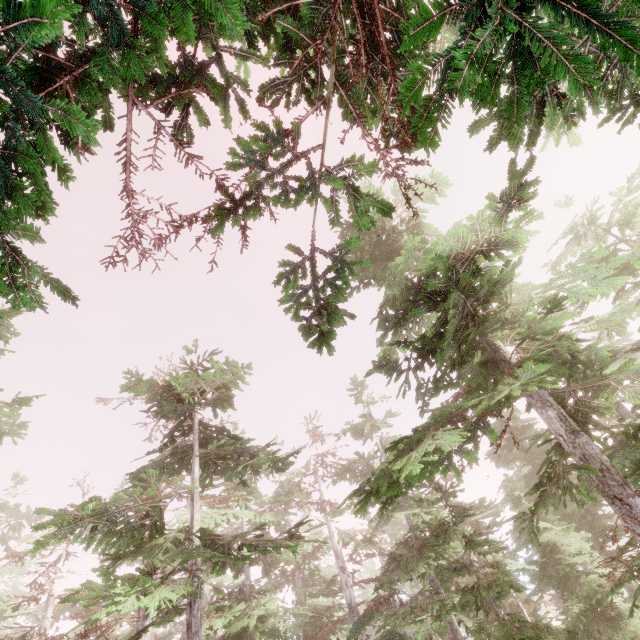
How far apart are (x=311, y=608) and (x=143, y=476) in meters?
33.4 m
